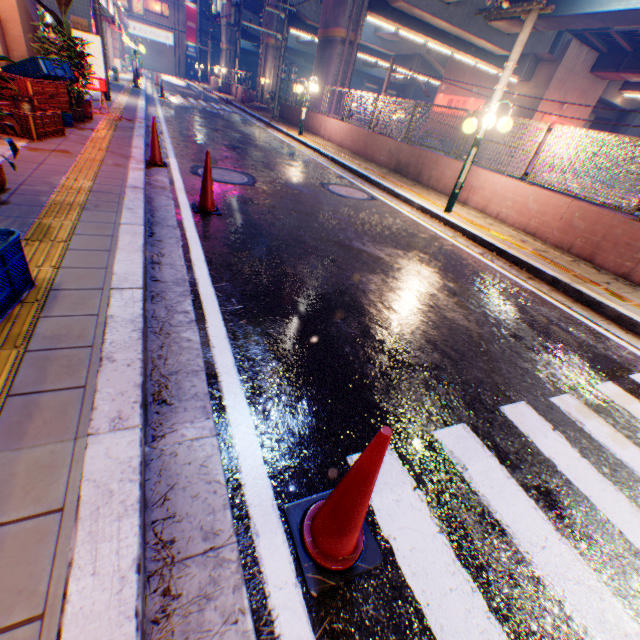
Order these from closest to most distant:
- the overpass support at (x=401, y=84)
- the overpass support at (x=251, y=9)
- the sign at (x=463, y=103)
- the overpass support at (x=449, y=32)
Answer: the overpass support at (x=449, y=32) < the sign at (x=463, y=103) < the overpass support at (x=251, y=9) < the overpass support at (x=401, y=84)

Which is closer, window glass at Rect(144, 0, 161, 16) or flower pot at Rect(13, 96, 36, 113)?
flower pot at Rect(13, 96, 36, 113)

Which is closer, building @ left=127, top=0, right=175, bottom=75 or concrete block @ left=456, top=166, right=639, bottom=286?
concrete block @ left=456, top=166, right=639, bottom=286

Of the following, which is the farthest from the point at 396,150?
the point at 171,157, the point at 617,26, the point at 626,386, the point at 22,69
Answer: the point at 617,26

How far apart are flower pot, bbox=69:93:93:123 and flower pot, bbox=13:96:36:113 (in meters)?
1.56

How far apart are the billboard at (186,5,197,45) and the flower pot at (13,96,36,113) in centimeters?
6189cm

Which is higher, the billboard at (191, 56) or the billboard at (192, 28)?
the billboard at (192, 28)

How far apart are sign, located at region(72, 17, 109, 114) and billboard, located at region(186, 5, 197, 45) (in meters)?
57.71
